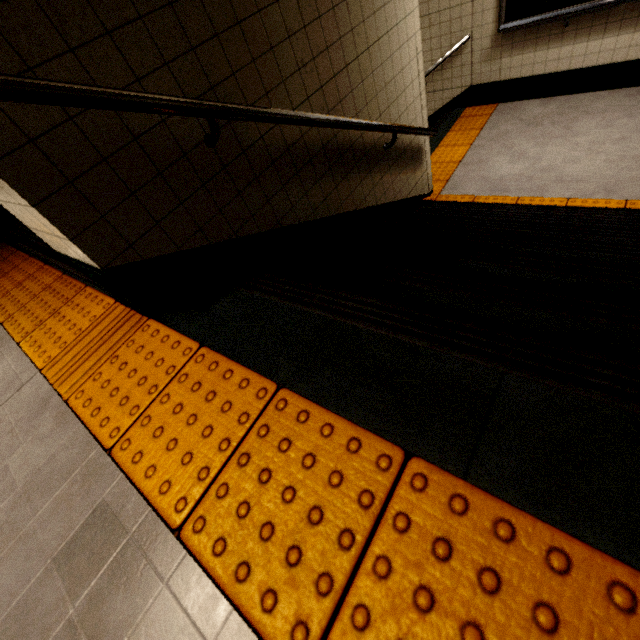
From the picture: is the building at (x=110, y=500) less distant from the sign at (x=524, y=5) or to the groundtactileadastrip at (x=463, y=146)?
the groundtactileadastrip at (x=463, y=146)

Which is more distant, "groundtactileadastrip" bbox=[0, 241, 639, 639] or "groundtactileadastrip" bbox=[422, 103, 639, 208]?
"groundtactileadastrip" bbox=[422, 103, 639, 208]

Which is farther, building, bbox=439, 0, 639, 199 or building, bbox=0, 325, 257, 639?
building, bbox=439, 0, 639, 199

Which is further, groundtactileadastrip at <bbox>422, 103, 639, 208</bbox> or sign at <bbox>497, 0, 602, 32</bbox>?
sign at <bbox>497, 0, 602, 32</bbox>

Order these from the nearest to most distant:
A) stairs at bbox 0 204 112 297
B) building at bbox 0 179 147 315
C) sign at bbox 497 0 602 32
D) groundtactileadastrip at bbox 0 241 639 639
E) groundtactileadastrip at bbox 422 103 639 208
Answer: groundtactileadastrip at bbox 0 241 639 639, building at bbox 0 179 147 315, stairs at bbox 0 204 112 297, groundtactileadastrip at bbox 422 103 639 208, sign at bbox 497 0 602 32

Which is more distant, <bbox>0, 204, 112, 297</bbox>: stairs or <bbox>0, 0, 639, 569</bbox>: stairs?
<bbox>0, 204, 112, 297</bbox>: stairs

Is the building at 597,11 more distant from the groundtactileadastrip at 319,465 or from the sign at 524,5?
the groundtactileadastrip at 319,465

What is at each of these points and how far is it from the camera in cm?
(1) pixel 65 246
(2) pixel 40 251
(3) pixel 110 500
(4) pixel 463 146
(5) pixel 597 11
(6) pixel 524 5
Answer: (1) building, 133
(2) stairs, 203
(3) building, 101
(4) groundtactileadastrip, 468
(5) building, 386
(6) sign, 412
